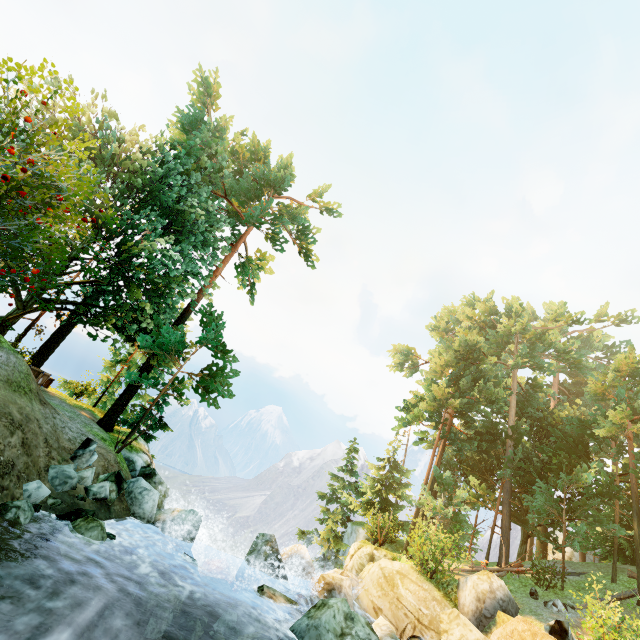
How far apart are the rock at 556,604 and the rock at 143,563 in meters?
19.3

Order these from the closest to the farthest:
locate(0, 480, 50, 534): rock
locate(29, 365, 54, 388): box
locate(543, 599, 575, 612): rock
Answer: locate(0, 480, 50, 534): rock → locate(543, 599, 575, 612): rock → locate(29, 365, 54, 388): box

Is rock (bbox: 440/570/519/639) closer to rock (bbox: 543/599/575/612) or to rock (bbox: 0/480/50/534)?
rock (bbox: 0/480/50/534)

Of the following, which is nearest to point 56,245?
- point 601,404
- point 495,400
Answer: point 495,400

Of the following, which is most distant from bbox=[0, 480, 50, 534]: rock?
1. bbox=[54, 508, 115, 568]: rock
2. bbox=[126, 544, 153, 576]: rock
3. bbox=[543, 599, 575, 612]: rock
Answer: bbox=[543, 599, 575, 612]: rock

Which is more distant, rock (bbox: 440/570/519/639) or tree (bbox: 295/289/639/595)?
tree (bbox: 295/289/639/595)

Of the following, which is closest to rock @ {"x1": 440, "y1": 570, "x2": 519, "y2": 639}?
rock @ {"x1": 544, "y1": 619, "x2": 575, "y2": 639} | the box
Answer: rock @ {"x1": 544, "y1": 619, "x2": 575, "y2": 639}

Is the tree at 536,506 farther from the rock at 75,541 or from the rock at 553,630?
the rock at 553,630
